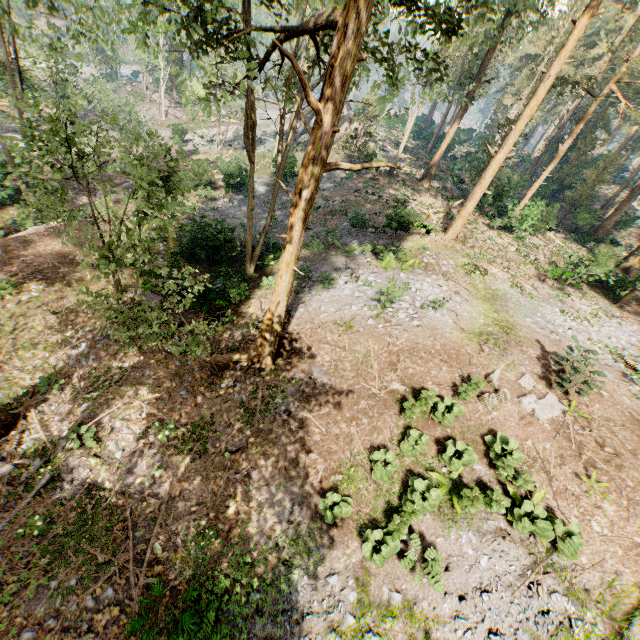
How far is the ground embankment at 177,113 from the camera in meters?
48.6 m

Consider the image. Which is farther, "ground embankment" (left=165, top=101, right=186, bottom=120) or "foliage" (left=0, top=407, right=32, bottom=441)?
"ground embankment" (left=165, top=101, right=186, bottom=120)

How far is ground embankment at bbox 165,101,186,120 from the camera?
48.6 meters

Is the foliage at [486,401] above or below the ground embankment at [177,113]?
above

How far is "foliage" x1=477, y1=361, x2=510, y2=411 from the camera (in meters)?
10.99

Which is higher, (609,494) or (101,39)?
(101,39)

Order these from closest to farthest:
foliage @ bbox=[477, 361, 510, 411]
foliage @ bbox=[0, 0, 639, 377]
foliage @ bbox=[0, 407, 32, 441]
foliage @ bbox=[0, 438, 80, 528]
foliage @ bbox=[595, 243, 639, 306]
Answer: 1. foliage @ bbox=[0, 0, 639, 377]
2. foliage @ bbox=[0, 438, 80, 528]
3. foliage @ bbox=[0, 407, 32, 441]
4. foliage @ bbox=[477, 361, 510, 411]
5. foliage @ bbox=[595, 243, 639, 306]

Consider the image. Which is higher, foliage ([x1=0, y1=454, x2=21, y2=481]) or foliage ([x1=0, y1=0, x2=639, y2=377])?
foliage ([x1=0, y1=0, x2=639, y2=377])
